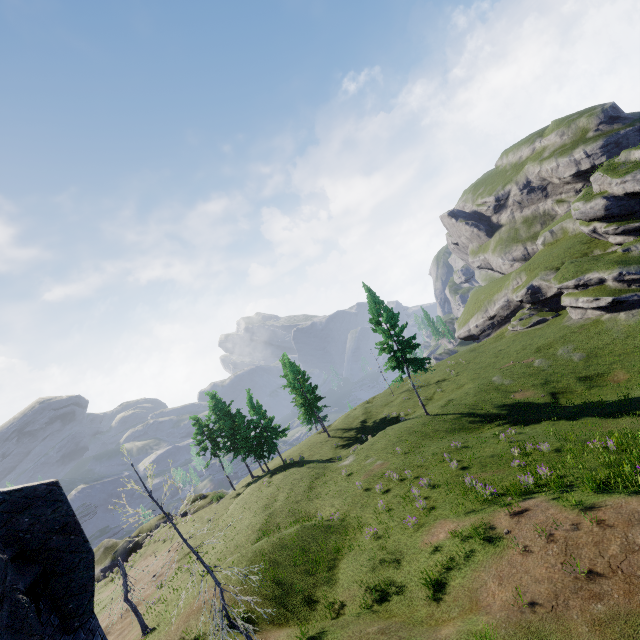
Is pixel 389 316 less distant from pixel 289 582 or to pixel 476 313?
pixel 289 582

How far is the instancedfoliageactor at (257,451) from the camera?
40.3m

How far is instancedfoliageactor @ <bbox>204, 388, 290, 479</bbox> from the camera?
40.28m
